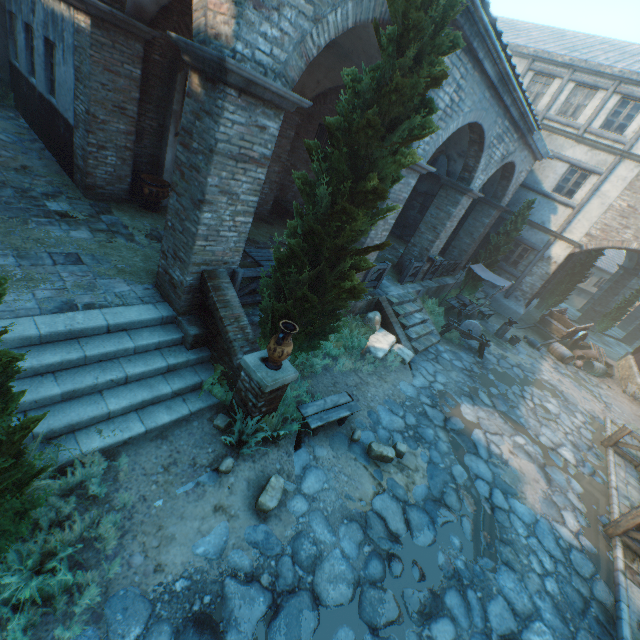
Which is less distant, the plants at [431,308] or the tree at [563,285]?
the plants at [431,308]

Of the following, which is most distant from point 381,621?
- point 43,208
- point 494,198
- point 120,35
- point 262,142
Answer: point 494,198

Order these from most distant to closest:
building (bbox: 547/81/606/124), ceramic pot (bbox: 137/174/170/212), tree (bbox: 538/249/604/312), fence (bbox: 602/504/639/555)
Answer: tree (bbox: 538/249/604/312) < building (bbox: 547/81/606/124) < ceramic pot (bbox: 137/174/170/212) < fence (bbox: 602/504/639/555)

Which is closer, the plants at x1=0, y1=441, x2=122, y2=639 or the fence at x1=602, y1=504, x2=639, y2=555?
the plants at x1=0, y1=441, x2=122, y2=639

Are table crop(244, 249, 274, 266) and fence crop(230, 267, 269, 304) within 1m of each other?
yes

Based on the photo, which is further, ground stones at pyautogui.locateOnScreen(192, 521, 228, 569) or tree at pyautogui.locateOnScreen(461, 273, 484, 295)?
tree at pyautogui.locateOnScreen(461, 273, 484, 295)

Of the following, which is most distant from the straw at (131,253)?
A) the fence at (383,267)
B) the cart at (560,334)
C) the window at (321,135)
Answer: the cart at (560,334)

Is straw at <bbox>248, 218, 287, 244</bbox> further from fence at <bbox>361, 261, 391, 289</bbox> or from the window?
the window
